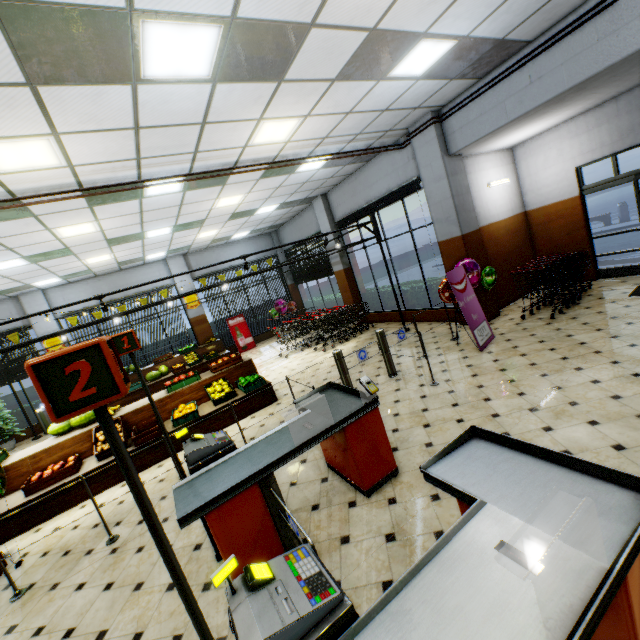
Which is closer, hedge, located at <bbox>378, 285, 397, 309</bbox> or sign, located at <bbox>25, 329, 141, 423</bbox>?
sign, located at <bbox>25, 329, 141, 423</bbox>

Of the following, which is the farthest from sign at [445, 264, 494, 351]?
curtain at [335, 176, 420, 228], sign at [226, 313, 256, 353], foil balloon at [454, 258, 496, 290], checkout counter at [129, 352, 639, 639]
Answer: sign at [226, 313, 256, 353]

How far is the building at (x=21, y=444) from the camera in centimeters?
1063cm

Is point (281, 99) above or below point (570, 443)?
above

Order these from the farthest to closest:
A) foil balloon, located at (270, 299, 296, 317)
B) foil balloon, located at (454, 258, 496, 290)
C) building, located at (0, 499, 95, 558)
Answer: foil balloon, located at (270, 299, 296, 317) → foil balloon, located at (454, 258, 496, 290) → building, located at (0, 499, 95, 558)

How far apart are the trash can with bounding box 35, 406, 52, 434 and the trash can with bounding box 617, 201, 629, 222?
26.1m

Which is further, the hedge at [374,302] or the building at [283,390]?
the hedge at [374,302]

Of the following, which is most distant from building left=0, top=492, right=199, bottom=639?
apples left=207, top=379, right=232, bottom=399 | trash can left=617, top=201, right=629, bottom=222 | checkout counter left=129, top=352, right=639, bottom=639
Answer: trash can left=617, top=201, right=629, bottom=222
